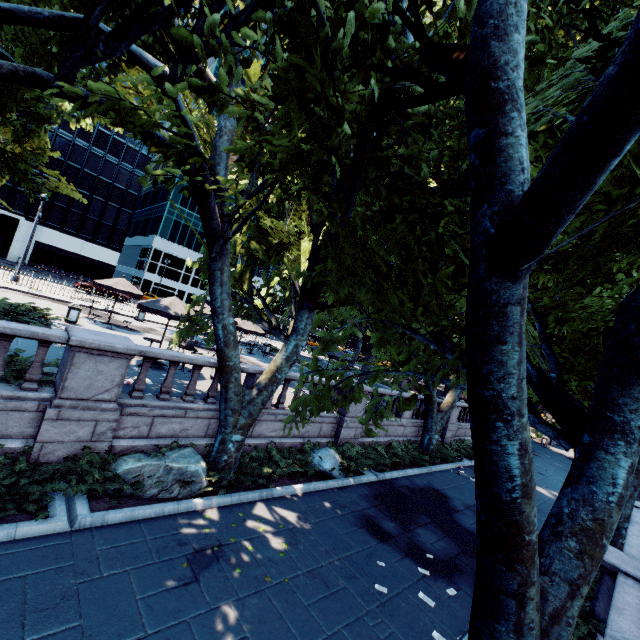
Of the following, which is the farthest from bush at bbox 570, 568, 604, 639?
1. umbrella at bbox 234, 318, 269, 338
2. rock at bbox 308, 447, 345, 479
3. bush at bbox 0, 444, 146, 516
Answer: umbrella at bbox 234, 318, 269, 338

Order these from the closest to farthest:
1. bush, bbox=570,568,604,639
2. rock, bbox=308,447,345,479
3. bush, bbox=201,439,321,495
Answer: bush, bbox=570,568,604,639 → bush, bbox=201,439,321,495 → rock, bbox=308,447,345,479

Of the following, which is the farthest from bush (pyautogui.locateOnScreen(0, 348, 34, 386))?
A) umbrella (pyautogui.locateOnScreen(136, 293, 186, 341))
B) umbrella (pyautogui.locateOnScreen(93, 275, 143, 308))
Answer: umbrella (pyautogui.locateOnScreen(93, 275, 143, 308))

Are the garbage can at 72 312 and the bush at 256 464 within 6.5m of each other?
no

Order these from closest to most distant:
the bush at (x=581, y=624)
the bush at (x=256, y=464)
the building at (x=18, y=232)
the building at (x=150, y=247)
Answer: the bush at (x=581, y=624)
the bush at (x=256, y=464)
the building at (x=18, y=232)
the building at (x=150, y=247)

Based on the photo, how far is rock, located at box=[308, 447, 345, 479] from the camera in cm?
1126

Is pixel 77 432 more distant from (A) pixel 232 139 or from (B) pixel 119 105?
(A) pixel 232 139

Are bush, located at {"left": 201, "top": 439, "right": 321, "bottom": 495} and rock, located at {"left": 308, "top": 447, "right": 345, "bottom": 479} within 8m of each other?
yes
